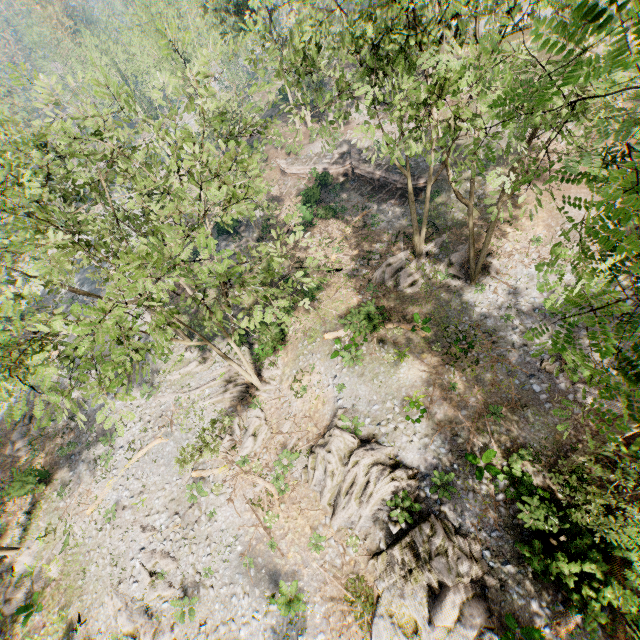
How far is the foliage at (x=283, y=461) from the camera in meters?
19.2 m

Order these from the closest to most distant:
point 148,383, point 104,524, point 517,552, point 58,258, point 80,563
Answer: point 517,552, point 58,258, point 80,563, point 104,524, point 148,383

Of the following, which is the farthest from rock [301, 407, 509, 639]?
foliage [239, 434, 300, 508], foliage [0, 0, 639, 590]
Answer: foliage [239, 434, 300, 508]

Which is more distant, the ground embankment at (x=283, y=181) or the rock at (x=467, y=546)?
the ground embankment at (x=283, y=181)

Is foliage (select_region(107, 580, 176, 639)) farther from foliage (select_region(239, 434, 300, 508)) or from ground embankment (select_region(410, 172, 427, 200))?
foliage (select_region(239, 434, 300, 508))

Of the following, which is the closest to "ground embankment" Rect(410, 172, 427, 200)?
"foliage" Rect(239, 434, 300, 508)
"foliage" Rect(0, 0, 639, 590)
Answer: "foliage" Rect(0, 0, 639, 590)

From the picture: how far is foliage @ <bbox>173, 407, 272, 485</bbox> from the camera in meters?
16.0
